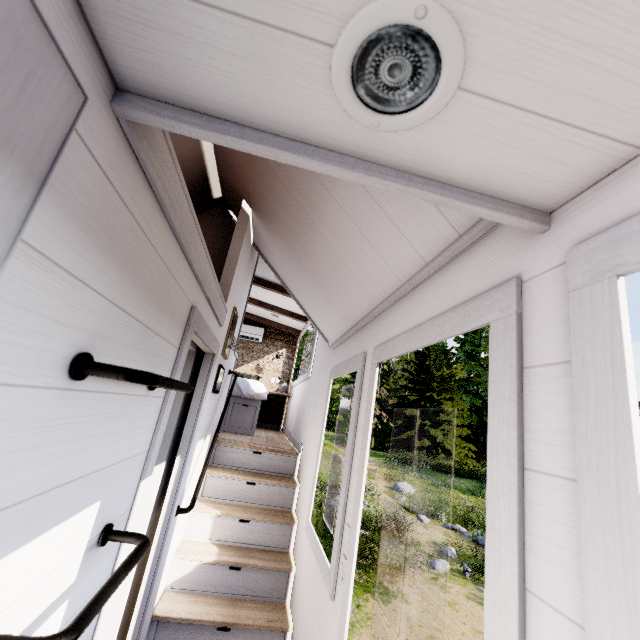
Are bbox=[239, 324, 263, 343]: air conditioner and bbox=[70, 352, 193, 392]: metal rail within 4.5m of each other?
no

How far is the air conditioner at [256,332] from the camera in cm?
712

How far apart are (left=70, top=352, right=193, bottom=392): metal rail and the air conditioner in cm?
598

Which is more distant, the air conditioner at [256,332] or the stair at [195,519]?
the air conditioner at [256,332]

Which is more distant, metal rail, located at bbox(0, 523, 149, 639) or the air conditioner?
the air conditioner

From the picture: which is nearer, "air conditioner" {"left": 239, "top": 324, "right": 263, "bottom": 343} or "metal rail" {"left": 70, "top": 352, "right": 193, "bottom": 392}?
"metal rail" {"left": 70, "top": 352, "right": 193, "bottom": 392}

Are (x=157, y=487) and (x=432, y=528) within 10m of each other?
no

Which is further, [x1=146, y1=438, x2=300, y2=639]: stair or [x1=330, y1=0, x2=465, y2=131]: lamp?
[x1=146, y1=438, x2=300, y2=639]: stair
